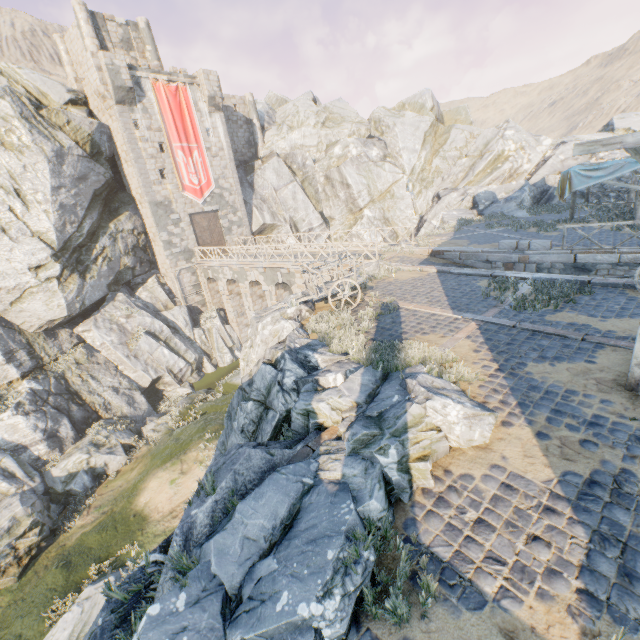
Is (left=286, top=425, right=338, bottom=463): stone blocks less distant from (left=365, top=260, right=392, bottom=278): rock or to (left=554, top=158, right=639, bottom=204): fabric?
(left=365, top=260, right=392, bottom=278): rock

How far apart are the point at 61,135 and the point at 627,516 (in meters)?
30.80

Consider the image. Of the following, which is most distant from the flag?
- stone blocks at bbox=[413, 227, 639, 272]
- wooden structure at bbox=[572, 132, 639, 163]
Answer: wooden structure at bbox=[572, 132, 639, 163]

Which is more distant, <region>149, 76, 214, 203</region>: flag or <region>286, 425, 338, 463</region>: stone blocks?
<region>149, 76, 214, 203</region>: flag

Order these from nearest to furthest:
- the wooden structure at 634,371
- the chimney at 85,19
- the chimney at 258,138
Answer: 1. the wooden structure at 634,371
2. the chimney at 85,19
3. the chimney at 258,138

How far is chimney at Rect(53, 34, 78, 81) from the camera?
27.6m

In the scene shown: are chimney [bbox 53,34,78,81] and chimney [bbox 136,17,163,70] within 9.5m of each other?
yes

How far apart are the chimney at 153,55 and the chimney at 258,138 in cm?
734
